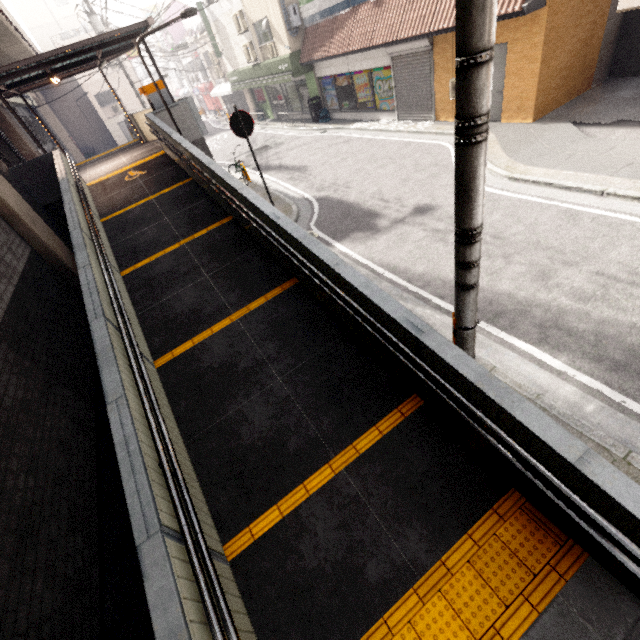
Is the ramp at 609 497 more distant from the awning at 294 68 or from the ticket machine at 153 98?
the awning at 294 68

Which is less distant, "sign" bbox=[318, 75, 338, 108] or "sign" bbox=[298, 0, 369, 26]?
"sign" bbox=[298, 0, 369, 26]

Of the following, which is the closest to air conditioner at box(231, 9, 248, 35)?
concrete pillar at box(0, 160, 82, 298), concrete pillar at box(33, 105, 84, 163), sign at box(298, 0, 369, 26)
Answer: sign at box(298, 0, 369, 26)

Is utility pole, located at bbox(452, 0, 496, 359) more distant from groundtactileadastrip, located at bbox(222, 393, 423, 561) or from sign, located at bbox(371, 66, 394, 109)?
sign, located at bbox(371, 66, 394, 109)

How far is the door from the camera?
9.67m

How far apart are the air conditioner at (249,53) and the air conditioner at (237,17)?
0.38m

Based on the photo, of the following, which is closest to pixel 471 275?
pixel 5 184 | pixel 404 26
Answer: pixel 5 184

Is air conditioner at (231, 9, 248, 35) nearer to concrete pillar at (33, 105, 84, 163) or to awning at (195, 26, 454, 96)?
awning at (195, 26, 454, 96)
